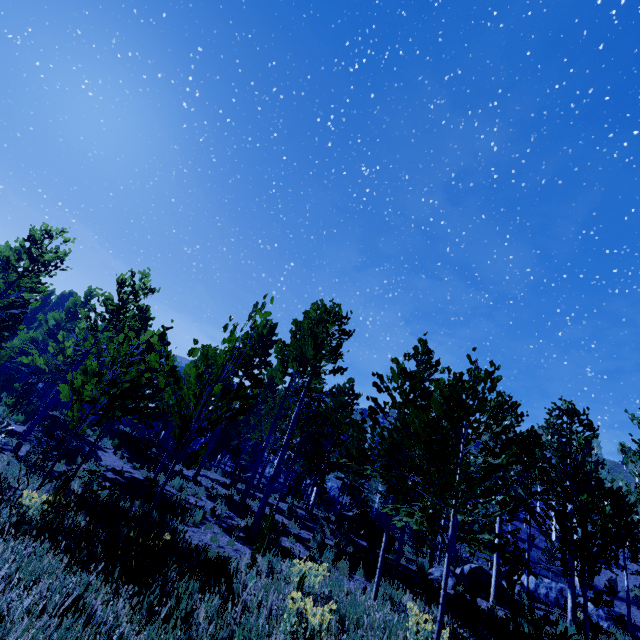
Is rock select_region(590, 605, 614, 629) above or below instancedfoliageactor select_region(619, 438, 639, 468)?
below

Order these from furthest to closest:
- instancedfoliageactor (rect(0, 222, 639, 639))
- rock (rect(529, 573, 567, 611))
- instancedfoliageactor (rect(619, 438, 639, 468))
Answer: rock (rect(529, 573, 567, 611)), instancedfoliageactor (rect(619, 438, 639, 468)), instancedfoliageactor (rect(0, 222, 639, 639))

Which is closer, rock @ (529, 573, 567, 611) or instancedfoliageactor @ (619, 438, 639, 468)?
instancedfoliageactor @ (619, 438, 639, 468)

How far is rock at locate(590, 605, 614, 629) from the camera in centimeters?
2158cm

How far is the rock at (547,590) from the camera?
23.3 meters

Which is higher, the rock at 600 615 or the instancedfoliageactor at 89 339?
the instancedfoliageactor at 89 339

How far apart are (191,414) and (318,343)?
11.16m
